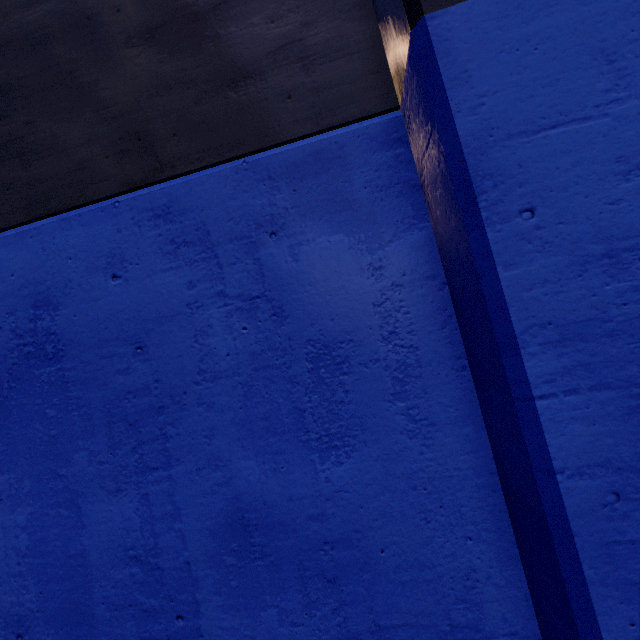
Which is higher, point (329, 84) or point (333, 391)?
point (329, 84)
